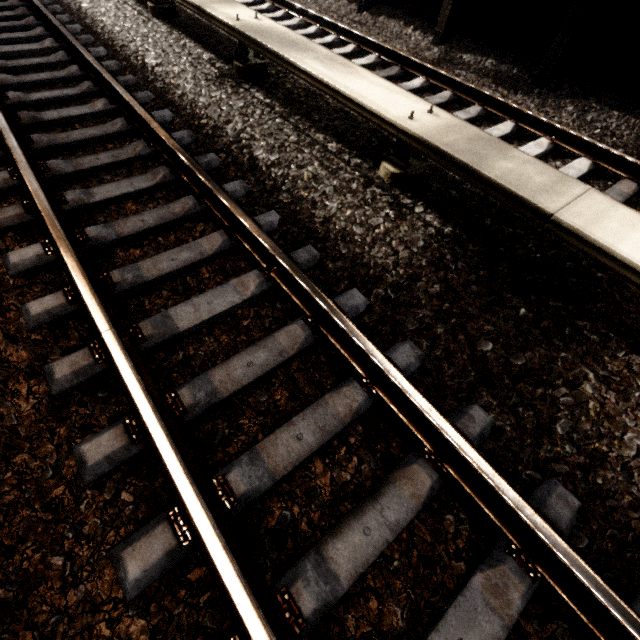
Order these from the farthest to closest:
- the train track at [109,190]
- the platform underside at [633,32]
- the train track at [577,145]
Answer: the platform underside at [633,32] < the train track at [577,145] < the train track at [109,190]

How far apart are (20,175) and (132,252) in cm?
122

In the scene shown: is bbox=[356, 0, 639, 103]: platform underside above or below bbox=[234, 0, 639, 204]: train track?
above

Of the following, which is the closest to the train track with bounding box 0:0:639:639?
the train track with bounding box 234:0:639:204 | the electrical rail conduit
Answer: the electrical rail conduit

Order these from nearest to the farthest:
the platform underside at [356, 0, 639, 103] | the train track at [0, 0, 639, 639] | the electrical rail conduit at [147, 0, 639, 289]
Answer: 1. the train track at [0, 0, 639, 639]
2. the electrical rail conduit at [147, 0, 639, 289]
3. the platform underside at [356, 0, 639, 103]

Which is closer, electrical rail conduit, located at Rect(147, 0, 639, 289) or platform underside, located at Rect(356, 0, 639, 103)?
electrical rail conduit, located at Rect(147, 0, 639, 289)

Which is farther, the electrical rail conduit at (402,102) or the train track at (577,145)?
the train track at (577,145)

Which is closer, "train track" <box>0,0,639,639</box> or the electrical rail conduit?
"train track" <box>0,0,639,639</box>
